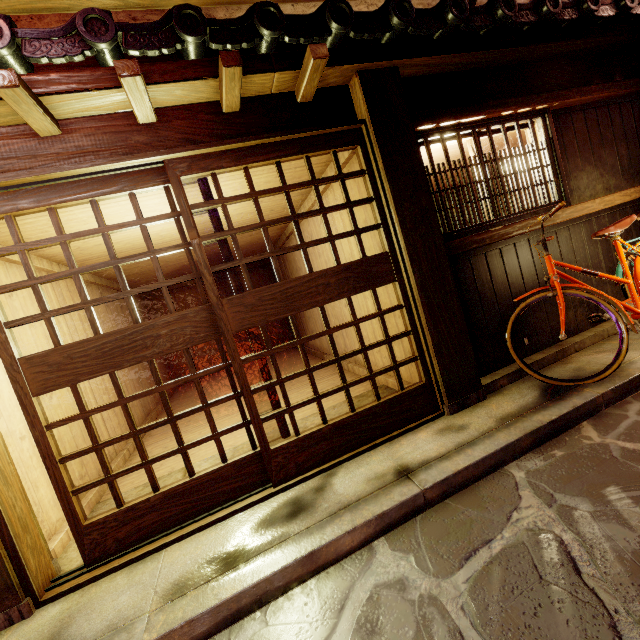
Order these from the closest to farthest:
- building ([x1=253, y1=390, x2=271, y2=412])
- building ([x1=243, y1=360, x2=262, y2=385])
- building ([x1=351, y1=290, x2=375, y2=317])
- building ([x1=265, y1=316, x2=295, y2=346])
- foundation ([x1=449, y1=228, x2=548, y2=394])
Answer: foundation ([x1=449, y1=228, x2=548, y2=394]), building ([x1=351, y1=290, x2=375, y2=317]), building ([x1=253, y1=390, x2=271, y2=412]), building ([x1=243, y1=360, x2=262, y2=385]), building ([x1=265, y1=316, x2=295, y2=346])

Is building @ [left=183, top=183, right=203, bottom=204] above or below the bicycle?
above

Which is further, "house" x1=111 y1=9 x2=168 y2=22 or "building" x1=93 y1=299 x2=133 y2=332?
"building" x1=93 y1=299 x2=133 y2=332

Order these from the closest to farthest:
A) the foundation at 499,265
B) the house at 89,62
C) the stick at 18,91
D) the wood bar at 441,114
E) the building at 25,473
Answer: the stick at 18,91 < the house at 89,62 < the building at 25,473 < the wood bar at 441,114 < the foundation at 499,265

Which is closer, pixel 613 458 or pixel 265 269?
pixel 613 458

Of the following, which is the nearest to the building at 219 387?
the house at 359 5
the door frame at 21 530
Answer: the door frame at 21 530

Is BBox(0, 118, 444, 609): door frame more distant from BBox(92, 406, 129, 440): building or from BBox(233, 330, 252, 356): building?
BBox(233, 330, 252, 356): building

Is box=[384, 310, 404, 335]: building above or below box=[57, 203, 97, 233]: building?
below
